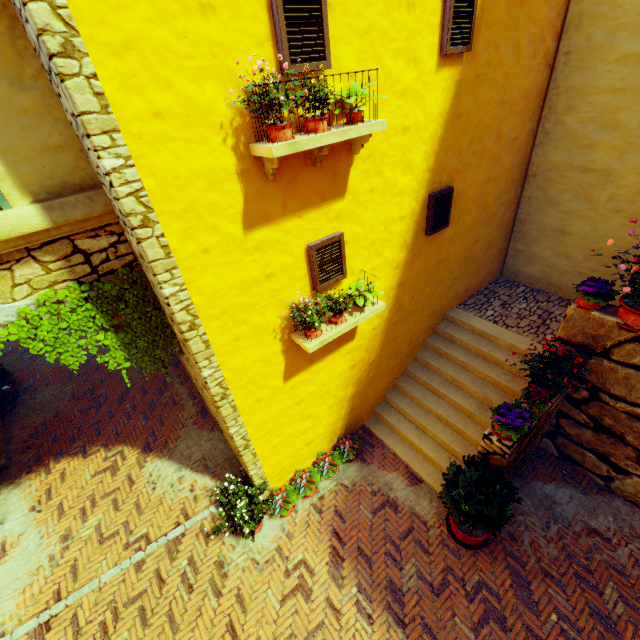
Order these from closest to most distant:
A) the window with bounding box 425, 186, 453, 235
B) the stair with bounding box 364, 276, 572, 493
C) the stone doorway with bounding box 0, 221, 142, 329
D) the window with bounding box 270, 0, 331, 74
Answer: the window with bounding box 270, 0, 331, 74 < the stone doorway with bounding box 0, 221, 142, 329 < the window with bounding box 425, 186, 453, 235 < the stair with bounding box 364, 276, 572, 493

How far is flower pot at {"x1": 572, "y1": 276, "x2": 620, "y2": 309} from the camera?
4.56m

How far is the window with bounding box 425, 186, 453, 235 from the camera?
5.4 meters

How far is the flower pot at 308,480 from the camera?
5.5m

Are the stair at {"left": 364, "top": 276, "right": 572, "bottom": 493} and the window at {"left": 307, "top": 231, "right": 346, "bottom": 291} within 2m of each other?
no

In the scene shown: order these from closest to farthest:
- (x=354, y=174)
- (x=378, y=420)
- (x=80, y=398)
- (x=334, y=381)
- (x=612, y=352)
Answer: (x=354, y=174) → (x=612, y=352) → (x=334, y=381) → (x=378, y=420) → (x=80, y=398)

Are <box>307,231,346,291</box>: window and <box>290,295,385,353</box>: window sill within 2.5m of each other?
yes

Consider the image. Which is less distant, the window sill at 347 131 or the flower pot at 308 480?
the window sill at 347 131
